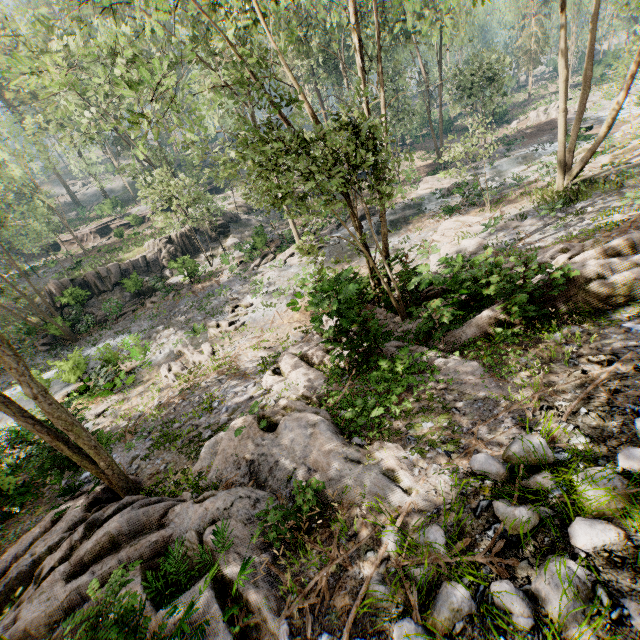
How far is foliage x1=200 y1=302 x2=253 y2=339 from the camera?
19.50m

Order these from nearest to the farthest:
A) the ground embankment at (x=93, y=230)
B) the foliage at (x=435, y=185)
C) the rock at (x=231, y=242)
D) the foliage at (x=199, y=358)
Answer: the foliage at (x=199, y=358)
the foliage at (x=435, y=185)
the rock at (x=231, y=242)
the ground embankment at (x=93, y=230)

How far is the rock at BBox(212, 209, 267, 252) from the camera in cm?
3020

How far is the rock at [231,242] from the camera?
30.2m

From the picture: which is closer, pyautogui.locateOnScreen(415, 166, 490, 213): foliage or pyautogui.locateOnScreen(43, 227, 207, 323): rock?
pyautogui.locateOnScreen(415, 166, 490, 213): foliage

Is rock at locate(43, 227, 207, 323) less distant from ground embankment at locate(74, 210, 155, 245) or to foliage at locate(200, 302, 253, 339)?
foliage at locate(200, 302, 253, 339)

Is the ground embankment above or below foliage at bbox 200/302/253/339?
above

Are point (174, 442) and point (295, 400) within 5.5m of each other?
yes
